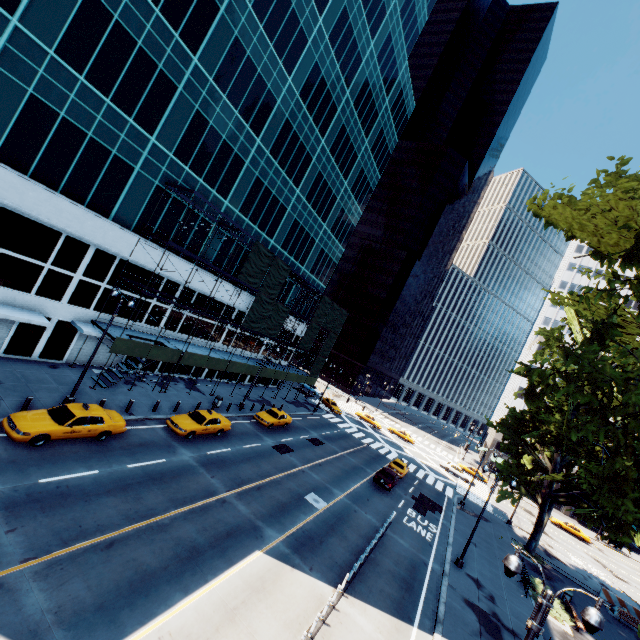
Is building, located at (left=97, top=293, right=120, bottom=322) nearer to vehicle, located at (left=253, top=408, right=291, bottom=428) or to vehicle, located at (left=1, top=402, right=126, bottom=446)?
vehicle, located at (left=1, top=402, right=126, bottom=446)

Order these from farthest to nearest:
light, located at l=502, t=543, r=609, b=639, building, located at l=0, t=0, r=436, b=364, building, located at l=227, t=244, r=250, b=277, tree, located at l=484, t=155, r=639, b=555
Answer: building, located at l=227, t=244, r=250, b=277 → building, located at l=0, t=0, r=436, b=364 → light, located at l=502, t=543, r=609, b=639 → tree, located at l=484, t=155, r=639, b=555

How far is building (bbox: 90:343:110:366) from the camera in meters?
25.7

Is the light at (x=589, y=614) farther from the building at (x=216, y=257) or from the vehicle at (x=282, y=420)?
the building at (x=216, y=257)

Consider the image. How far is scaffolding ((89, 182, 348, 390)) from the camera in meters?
23.9

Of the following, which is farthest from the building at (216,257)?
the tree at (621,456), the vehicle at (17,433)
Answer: the tree at (621,456)

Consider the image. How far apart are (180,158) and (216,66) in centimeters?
752cm
